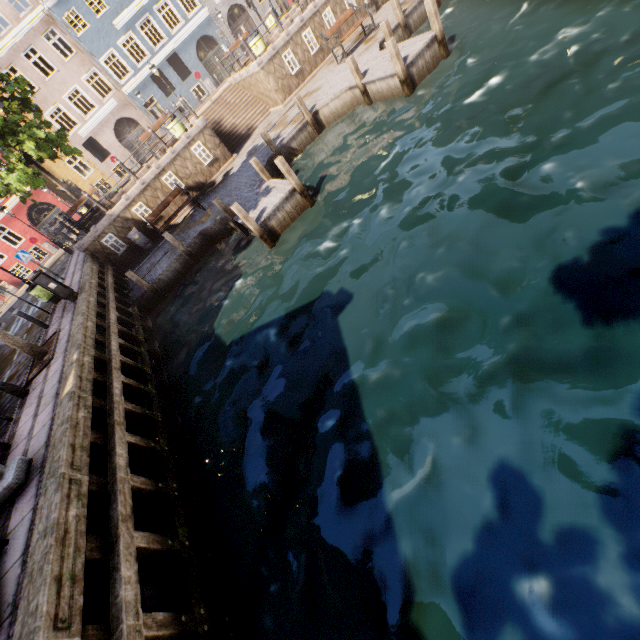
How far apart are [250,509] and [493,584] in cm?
357

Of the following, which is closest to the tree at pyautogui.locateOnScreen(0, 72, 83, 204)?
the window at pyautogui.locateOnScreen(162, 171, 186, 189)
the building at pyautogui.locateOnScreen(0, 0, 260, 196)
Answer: the building at pyautogui.locateOnScreen(0, 0, 260, 196)

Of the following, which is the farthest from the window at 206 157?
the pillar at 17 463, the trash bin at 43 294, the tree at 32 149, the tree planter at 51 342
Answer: the pillar at 17 463

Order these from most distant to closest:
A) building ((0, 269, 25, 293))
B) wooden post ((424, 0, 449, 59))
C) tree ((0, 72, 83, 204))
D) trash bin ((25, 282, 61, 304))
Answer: building ((0, 269, 25, 293)) → tree ((0, 72, 83, 204)) → trash bin ((25, 282, 61, 304)) → wooden post ((424, 0, 449, 59))

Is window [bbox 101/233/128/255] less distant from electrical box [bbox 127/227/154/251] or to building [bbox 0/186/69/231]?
electrical box [bbox 127/227/154/251]

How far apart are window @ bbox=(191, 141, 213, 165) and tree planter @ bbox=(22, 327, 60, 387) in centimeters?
1012cm

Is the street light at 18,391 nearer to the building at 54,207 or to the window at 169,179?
the window at 169,179

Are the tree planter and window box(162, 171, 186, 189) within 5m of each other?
no
